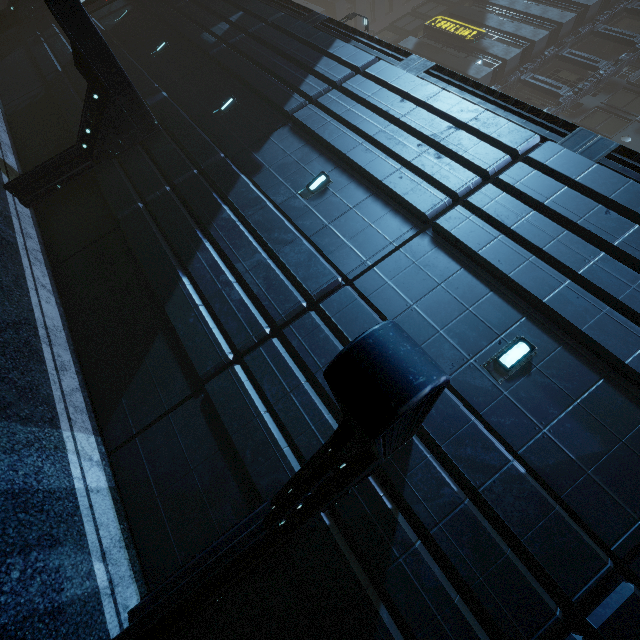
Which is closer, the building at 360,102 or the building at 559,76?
the building at 360,102

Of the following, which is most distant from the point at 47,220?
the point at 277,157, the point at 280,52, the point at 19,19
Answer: the point at 19,19

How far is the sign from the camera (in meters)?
26.06

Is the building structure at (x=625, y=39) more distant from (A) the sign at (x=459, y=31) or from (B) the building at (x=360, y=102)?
(A) the sign at (x=459, y=31)

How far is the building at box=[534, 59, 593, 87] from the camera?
26.39m

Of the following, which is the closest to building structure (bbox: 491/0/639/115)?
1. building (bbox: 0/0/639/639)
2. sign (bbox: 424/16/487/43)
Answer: building (bbox: 0/0/639/639)
